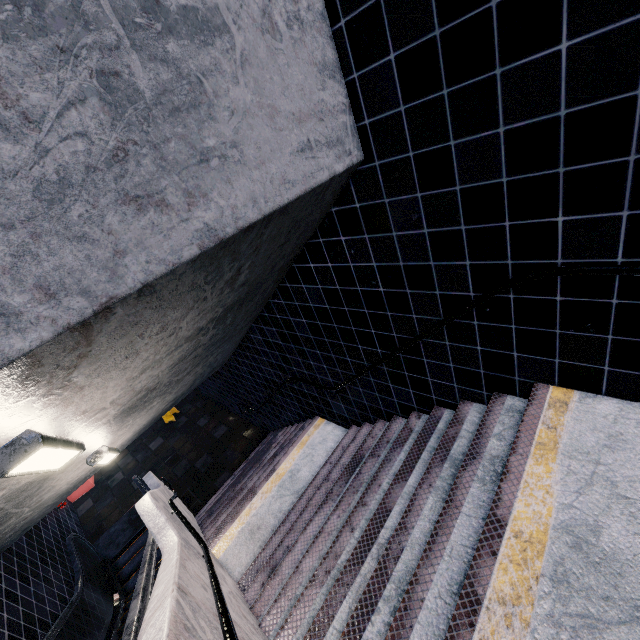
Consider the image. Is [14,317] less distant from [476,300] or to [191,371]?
[476,300]
